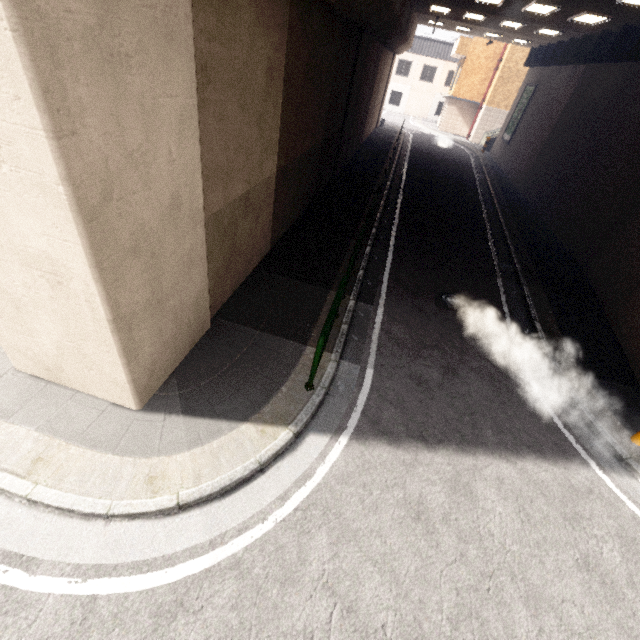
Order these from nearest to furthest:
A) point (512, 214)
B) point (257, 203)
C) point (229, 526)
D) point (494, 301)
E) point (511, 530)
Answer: point (229, 526)
point (511, 530)
point (257, 203)
point (494, 301)
point (512, 214)

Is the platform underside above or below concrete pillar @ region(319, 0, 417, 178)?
above

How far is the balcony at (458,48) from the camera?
28.6 meters

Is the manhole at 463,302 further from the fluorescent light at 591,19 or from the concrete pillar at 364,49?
the fluorescent light at 591,19

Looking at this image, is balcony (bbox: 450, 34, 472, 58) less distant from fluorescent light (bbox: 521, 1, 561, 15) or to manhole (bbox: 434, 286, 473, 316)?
fluorescent light (bbox: 521, 1, 561, 15)

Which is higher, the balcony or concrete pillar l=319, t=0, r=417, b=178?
the balcony

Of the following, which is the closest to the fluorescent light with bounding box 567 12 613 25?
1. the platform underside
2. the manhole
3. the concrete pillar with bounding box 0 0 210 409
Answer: the platform underside

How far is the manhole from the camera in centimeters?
801cm
